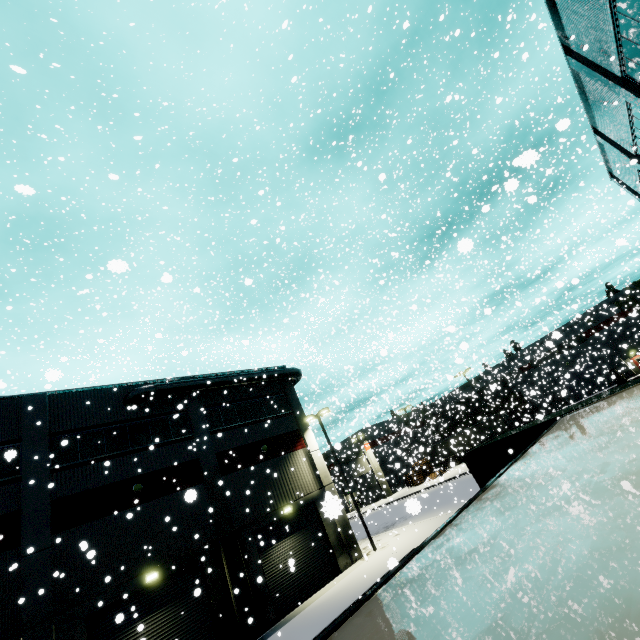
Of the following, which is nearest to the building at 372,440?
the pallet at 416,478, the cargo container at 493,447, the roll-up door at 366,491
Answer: the roll-up door at 366,491

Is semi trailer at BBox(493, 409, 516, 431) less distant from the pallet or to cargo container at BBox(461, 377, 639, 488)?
cargo container at BBox(461, 377, 639, 488)

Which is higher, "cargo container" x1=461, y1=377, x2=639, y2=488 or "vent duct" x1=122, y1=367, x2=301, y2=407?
"vent duct" x1=122, y1=367, x2=301, y2=407

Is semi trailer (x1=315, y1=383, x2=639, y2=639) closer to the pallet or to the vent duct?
the vent duct

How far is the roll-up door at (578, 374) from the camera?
37.09m

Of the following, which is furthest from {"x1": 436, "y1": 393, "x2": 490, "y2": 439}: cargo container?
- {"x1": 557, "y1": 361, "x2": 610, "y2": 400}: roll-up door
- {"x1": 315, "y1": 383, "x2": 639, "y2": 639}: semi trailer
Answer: {"x1": 557, "y1": 361, "x2": 610, "y2": 400}: roll-up door

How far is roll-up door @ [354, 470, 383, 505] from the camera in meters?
43.0 m

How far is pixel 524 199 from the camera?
39.53m
